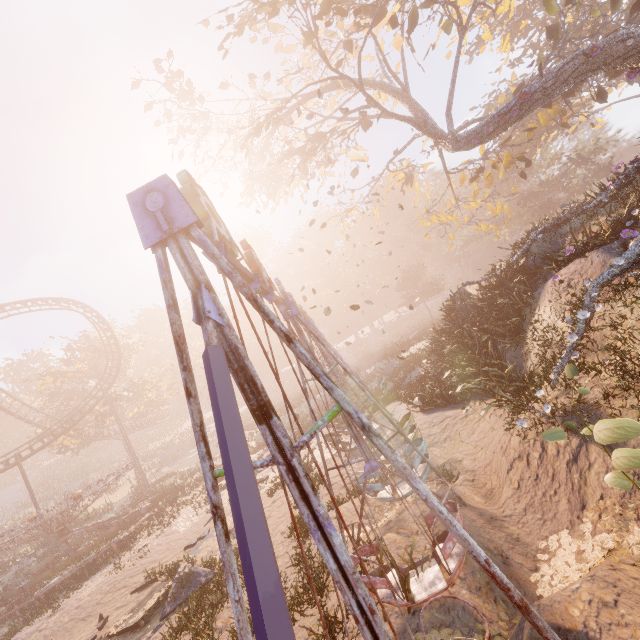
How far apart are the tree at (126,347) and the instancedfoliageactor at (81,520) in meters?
18.5 m

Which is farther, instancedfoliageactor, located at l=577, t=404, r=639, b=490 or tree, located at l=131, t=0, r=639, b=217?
tree, located at l=131, t=0, r=639, b=217

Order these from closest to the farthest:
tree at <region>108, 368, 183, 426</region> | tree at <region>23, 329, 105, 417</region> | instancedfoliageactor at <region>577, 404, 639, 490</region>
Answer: instancedfoliageactor at <region>577, 404, 639, 490</region>
tree at <region>23, 329, 105, 417</region>
tree at <region>108, 368, 183, 426</region>

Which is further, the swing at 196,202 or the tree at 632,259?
the tree at 632,259

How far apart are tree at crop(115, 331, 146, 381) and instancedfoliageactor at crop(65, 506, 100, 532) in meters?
18.5 m

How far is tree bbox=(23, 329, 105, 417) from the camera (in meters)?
38.28

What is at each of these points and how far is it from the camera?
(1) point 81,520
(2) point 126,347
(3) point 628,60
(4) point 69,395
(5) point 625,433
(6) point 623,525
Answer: (1) instancedfoliageactor, 32.41m
(2) tree, 42.94m
(3) tree, 11.65m
(4) tree, 41.84m
(5) instancedfoliageactor, 4.26m
(6) instancedfoliageactor, 5.50m
